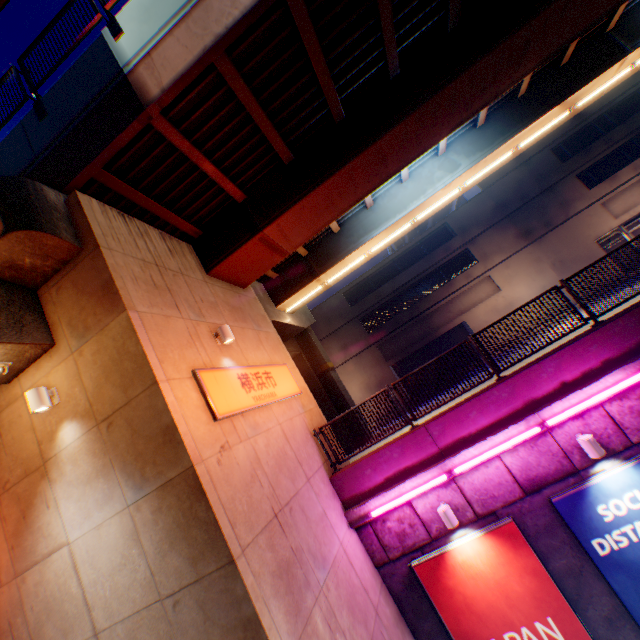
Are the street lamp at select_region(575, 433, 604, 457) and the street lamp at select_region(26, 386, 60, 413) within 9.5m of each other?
no

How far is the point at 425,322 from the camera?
28.3 meters

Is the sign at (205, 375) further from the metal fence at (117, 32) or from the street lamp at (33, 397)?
the street lamp at (33, 397)

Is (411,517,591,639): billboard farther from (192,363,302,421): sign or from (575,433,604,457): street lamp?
(192,363,302,421): sign

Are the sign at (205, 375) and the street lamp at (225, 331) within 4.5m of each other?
yes

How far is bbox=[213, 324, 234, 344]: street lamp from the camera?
7.7m

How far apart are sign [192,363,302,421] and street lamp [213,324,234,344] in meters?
0.5

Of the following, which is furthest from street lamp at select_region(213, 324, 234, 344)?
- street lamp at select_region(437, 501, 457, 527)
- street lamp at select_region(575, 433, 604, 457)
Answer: → street lamp at select_region(575, 433, 604, 457)
